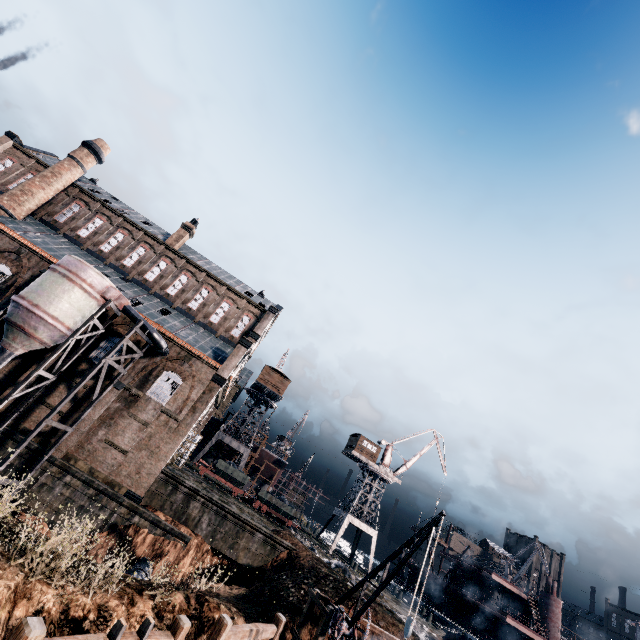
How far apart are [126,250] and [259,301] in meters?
16.8 m

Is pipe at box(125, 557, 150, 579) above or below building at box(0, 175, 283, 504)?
below

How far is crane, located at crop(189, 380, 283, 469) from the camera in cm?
4966

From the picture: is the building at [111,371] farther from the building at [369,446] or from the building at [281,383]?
the building at [369,446]

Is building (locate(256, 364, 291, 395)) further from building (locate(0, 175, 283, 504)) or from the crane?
building (locate(0, 175, 283, 504))

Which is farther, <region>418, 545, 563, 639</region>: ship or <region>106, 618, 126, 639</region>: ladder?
<region>418, 545, 563, 639</region>: ship

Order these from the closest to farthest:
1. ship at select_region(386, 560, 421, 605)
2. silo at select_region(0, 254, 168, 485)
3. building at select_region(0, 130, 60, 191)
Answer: silo at select_region(0, 254, 168, 485) < building at select_region(0, 130, 60, 191) < ship at select_region(386, 560, 421, 605)

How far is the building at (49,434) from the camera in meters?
25.0 m
